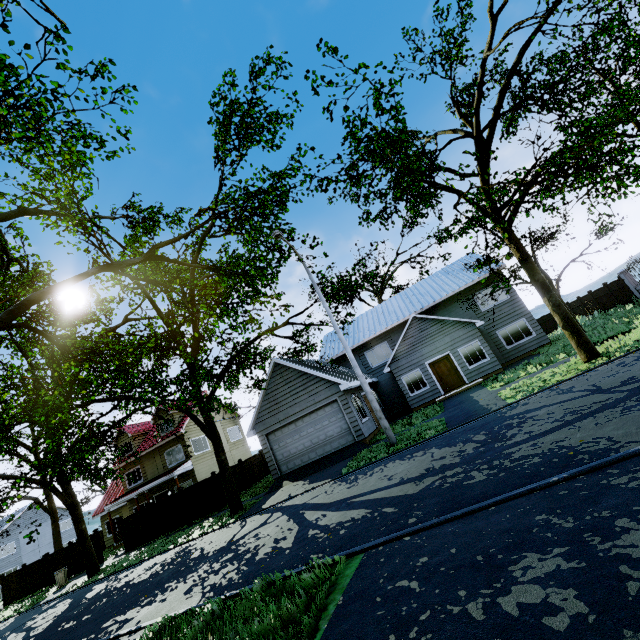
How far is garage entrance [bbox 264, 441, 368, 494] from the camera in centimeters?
1597cm

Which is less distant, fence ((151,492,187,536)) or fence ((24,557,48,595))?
fence ((151,492,187,536))

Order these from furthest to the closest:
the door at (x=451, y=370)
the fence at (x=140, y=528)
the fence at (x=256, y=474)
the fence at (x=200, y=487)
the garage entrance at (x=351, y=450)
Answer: the fence at (x=256, y=474), the fence at (x=140, y=528), the door at (x=451, y=370), the fence at (x=200, y=487), the garage entrance at (x=351, y=450)

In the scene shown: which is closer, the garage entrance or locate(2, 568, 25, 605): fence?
the garage entrance

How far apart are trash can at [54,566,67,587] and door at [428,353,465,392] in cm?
2649

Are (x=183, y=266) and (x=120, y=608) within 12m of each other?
no

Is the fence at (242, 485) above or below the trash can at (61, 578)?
above

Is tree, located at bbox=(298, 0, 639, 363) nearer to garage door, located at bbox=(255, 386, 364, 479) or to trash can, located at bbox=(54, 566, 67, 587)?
garage door, located at bbox=(255, 386, 364, 479)
